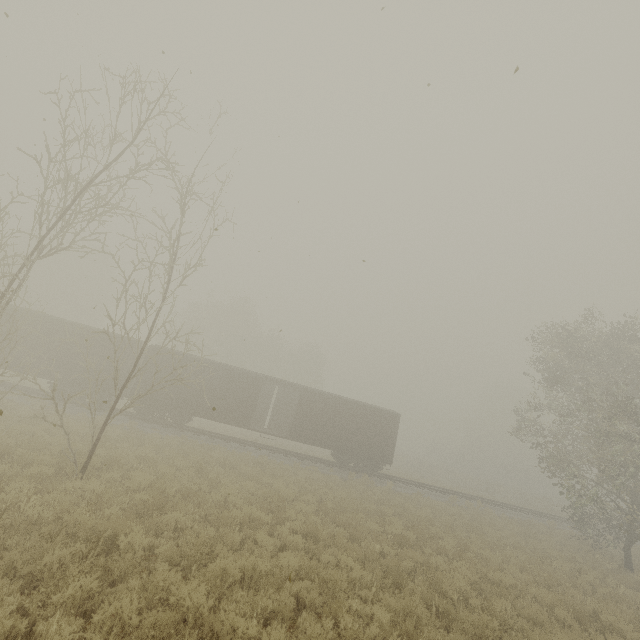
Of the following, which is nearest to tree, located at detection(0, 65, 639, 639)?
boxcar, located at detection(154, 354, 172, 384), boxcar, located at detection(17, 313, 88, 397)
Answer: boxcar, located at detection(154, 354, 172, 384)

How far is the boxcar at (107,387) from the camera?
20.2m

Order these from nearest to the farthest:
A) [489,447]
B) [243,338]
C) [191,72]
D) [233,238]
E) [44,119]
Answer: [191,72] < [44,119] < [233,238] < [243,338] < [489,447]

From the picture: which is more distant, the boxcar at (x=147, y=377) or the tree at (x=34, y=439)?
the boxcar at (x=147, y=377)

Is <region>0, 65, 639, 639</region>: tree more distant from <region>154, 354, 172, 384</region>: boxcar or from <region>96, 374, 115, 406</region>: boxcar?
<region>96, 374, 115, 406</region>: boxcar

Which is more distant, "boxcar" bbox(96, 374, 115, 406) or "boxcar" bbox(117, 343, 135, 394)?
"boxcar" bbox(117, 343, 135, 394)
